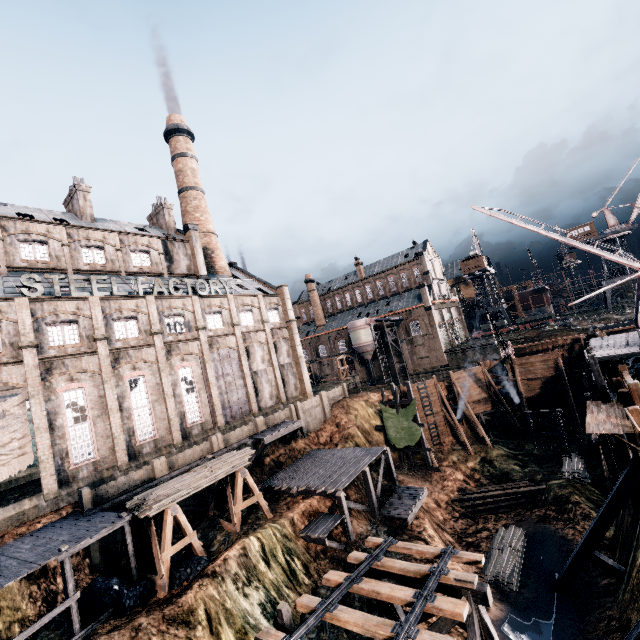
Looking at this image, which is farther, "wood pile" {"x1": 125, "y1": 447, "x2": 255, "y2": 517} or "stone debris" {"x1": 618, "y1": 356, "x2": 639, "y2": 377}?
"stone debris" {"x1": 618, "y1": 356, "x2": 639, "y2": 377}

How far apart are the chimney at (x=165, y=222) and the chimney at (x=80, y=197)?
7.59m

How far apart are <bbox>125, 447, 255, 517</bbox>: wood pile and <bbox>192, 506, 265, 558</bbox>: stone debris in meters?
3.5

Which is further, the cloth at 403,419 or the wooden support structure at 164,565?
the cloth at 403,419

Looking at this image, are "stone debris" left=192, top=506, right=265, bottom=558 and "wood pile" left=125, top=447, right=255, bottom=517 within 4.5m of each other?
yes

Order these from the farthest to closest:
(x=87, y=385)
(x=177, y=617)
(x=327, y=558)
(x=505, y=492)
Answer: (x=505, y=492) → (x=87, y=385) → (x=327, y=558) → (x=177, y=617)

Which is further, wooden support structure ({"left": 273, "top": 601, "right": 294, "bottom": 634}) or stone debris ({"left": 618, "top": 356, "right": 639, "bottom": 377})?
stone debris ({"left": 618, "top": 356, "right": 639, "bottom": 377})

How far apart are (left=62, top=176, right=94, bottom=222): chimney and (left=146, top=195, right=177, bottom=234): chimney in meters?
7.6
